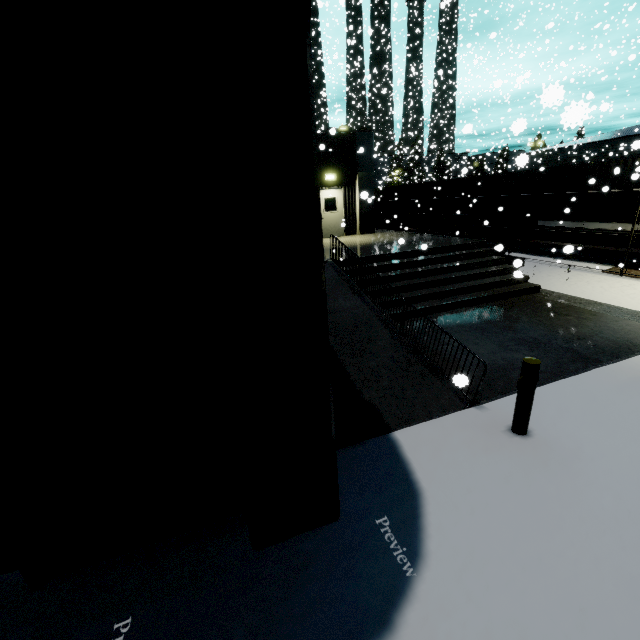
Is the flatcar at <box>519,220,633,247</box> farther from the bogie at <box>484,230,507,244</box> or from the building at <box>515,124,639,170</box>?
the building at <box>515,124,639,170</box>

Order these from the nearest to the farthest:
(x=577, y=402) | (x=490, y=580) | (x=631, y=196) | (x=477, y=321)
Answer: (x=490, y=580) → (x=577, y=402) → (x=477, y=321) → (x=631, y=196)

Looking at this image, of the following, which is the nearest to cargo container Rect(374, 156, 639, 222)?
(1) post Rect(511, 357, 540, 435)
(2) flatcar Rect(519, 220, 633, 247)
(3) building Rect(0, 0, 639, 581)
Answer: (2) flatcar Rect(519, 220, 633, 247)

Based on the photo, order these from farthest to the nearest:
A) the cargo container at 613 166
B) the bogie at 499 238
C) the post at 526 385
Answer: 1. the bogie at 499 238
2. the cargo container at 613 166
3. the post at 526 385

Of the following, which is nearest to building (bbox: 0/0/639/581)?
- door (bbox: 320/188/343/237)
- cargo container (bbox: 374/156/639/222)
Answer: door (bbox: 320/188/343/237)

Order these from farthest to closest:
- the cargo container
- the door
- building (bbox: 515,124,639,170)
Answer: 1. building (bbox: 515,124,639,170)
2. the door
3. the cargo container

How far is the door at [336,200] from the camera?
16.59m

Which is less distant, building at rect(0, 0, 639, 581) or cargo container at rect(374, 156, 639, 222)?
Result: building at rect(0, 0, 639, 581)
